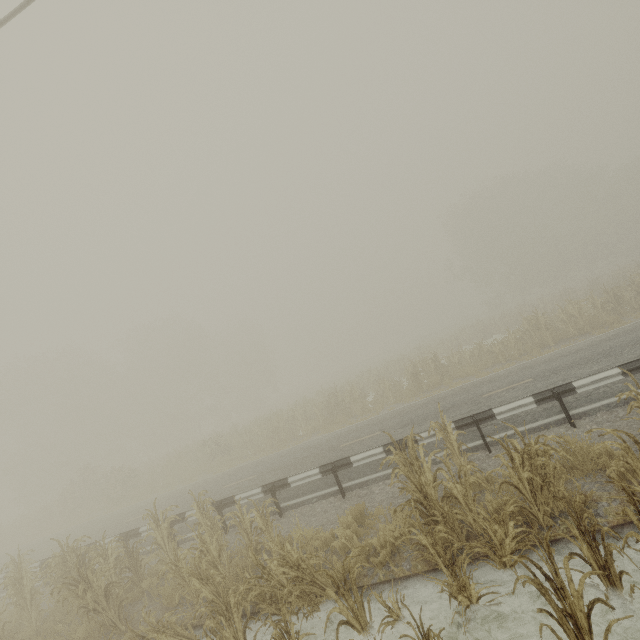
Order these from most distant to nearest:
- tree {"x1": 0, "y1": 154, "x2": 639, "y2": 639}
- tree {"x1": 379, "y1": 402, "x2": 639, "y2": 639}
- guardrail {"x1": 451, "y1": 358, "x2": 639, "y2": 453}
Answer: guardrail {"x1": 451, "y1": 358, "x2": 639, "y2": 453}
tree {"x1": 0, "y1": 154, "x2": 639, "y2": 639}
tree {"x1": 379, "y1": 402, "x2": 639, "y2": 639}

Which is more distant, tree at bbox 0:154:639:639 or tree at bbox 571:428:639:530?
tree at bbox 0:154:639:639

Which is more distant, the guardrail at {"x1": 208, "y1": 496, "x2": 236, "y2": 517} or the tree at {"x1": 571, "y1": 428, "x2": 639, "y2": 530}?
the guardrail at {"x1": 208, "y1": 496, "x2": 236, "y2": 517}

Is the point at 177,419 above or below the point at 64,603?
above

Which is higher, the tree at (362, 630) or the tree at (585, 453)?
the tree at (362, 630)

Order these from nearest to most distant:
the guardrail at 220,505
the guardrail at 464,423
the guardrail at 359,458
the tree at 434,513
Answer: the tree at 434,513, the guardrail at 464,423, the guardrail at 359,458, the guardrail at 220,505

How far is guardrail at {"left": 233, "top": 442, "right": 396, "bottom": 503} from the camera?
9.0 meters
